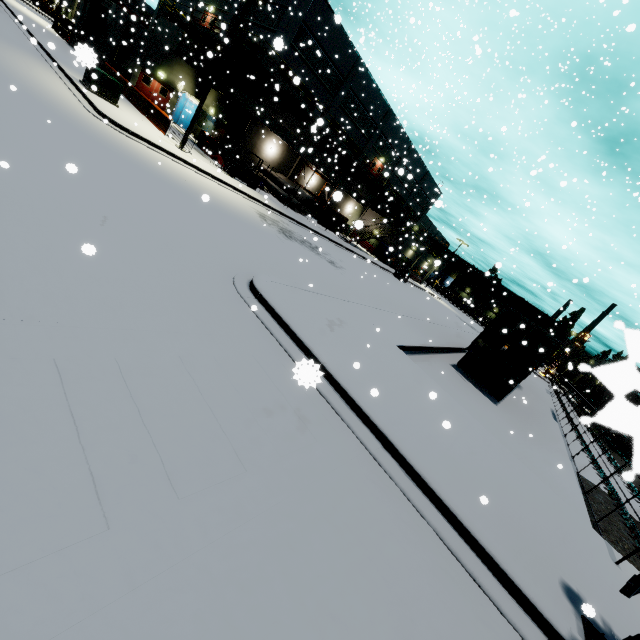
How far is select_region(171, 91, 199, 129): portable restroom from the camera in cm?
2997

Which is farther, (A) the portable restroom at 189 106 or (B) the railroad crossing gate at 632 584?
(A) the portable restroom at 189 106

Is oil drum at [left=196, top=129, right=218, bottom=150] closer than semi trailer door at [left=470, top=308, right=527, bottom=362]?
No

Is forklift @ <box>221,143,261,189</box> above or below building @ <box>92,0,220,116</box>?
below

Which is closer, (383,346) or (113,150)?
(383,346)

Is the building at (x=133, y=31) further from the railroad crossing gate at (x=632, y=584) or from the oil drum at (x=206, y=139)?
the railroad crossing gate at (x=632, y=584)

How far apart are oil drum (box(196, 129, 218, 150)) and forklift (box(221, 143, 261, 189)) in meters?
6.9 m

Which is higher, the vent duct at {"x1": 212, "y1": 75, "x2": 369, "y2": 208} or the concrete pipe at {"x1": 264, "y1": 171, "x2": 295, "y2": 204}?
the vent duct at {"x1": 212, "y1": 75, "x2": 369, "y2": 208}
